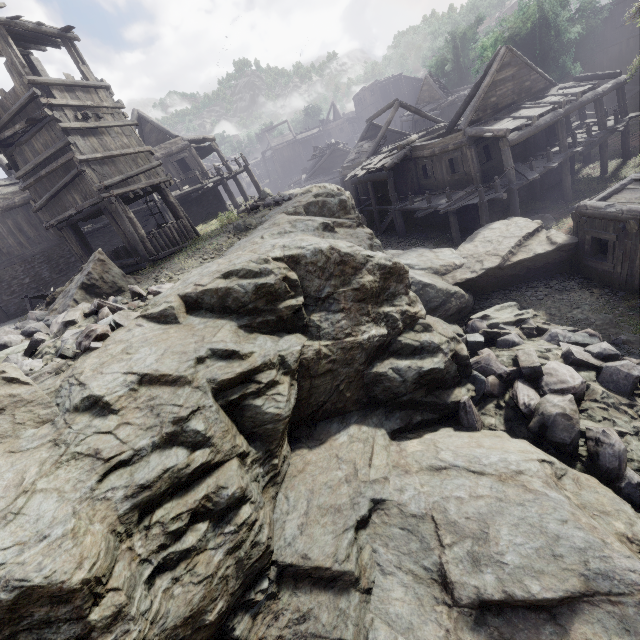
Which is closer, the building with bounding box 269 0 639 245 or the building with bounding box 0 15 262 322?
the building with bounding box 0 15 262 322

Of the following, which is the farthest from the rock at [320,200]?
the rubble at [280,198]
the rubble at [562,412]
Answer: the rubble at [280,198]

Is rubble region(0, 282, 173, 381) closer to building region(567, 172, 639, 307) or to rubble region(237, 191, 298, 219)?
building region(567, 172, 639, 307)

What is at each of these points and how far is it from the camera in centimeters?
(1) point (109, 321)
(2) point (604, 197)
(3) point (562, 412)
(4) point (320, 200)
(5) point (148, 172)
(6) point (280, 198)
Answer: (1) rubble, 634cm
(2) building, 1226cm
(3) rubble, 733cm
(4) rock, 1508cm
(5) building, 1369cm
(6) rubble, 1692cm

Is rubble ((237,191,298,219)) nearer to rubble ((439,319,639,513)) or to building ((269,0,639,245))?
building ((269,0,639,245))

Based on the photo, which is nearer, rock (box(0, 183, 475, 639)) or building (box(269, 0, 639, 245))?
rock (box(0, 183, 475, 639))

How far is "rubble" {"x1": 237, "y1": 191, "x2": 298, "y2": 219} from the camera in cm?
1658

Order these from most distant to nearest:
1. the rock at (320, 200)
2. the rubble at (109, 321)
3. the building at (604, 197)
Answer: the building at (604, 197)
the rubble at (109, 321)
the rock at (320, 200)
